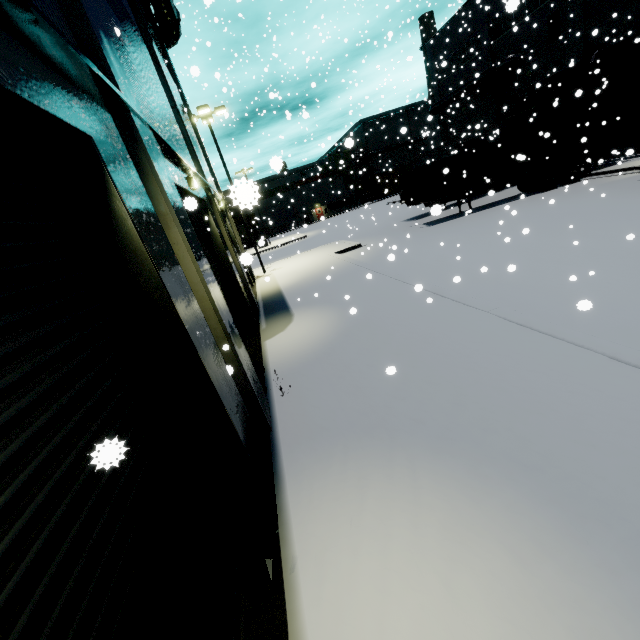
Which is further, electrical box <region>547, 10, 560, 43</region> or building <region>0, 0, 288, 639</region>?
electrical box <region>547, 10, 560, 43</region>

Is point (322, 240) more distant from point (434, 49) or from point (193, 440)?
point (193, 440)

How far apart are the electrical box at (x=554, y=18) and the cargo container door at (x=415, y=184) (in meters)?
13.66

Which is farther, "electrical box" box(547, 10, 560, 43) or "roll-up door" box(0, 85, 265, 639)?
"electrical box" box(547, 10, 560, 43)

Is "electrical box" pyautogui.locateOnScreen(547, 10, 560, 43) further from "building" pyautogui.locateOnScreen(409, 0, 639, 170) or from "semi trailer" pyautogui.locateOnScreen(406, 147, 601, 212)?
"semi trailer" pyautogui.locateOnScreen(406, 147, 601, 212)

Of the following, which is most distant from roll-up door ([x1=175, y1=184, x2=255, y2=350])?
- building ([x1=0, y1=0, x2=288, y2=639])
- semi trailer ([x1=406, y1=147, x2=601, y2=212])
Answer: semi trailer ([x1=406, y1=147, x2=601, y2=212])

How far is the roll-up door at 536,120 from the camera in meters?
24.1 m

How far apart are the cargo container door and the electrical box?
13.7m
